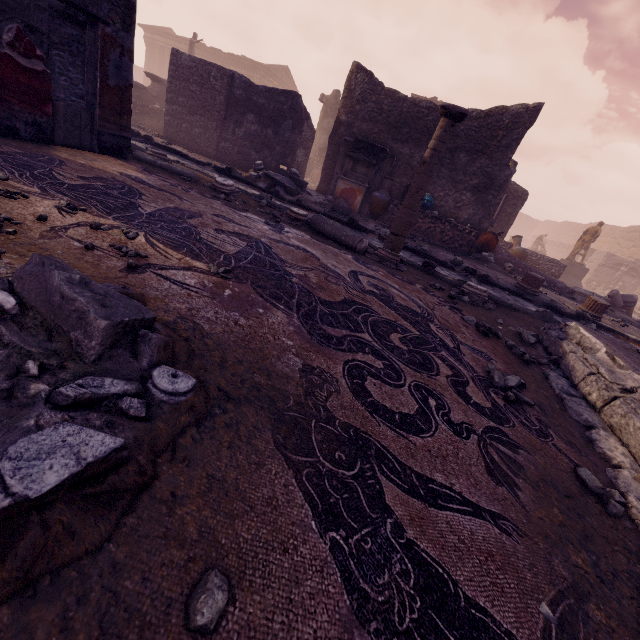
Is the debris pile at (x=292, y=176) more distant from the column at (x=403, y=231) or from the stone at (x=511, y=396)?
the stone at (x=511, y=396)

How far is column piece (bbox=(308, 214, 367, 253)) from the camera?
5.5 meters

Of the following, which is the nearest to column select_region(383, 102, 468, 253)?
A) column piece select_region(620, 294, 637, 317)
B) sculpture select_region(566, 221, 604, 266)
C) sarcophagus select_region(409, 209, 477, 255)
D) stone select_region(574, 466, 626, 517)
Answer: stone select_region(574, 466, 626, 517)

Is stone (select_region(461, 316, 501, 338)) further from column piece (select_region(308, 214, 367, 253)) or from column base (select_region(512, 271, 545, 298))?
column base (select_region(512, 271, 545, 298))

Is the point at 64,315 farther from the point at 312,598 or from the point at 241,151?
the point at 241,151

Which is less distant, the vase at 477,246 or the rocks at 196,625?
the rocks at 196,625

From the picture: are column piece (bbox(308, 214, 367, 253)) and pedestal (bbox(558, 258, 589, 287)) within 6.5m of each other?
no

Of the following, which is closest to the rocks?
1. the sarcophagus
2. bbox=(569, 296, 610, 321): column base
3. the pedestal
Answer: bbox=(569, 296, 610, 321): column base
